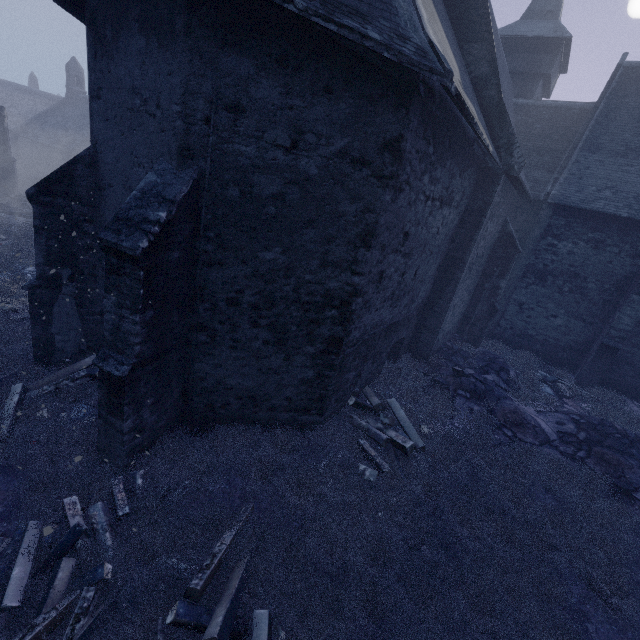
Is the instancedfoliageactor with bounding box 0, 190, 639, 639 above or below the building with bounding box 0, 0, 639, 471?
below

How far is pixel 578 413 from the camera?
10.4 meters

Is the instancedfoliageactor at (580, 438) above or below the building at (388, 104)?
below
